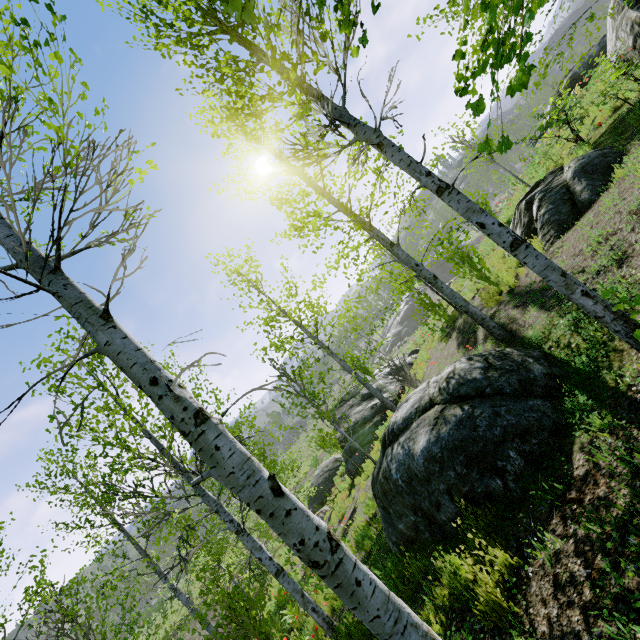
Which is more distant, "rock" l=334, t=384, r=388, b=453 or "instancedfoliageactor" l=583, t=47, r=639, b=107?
"rock" l=334, t=384, r=388, b=453

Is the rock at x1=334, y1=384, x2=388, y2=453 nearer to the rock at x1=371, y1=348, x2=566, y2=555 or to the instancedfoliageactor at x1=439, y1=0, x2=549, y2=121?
the instancedfoliageactor at x1=439, y1=0, x2=549, y2=121

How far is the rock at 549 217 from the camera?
7.18m

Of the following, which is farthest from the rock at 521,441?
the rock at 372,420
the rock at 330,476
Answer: the rock at 330,476

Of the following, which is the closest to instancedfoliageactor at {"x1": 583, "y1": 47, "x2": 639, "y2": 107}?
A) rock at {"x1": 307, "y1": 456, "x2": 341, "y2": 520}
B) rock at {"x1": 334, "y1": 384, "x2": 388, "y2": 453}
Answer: rock at {"x1": 334, "y1": 384, "x2": 388, "y2": 453}

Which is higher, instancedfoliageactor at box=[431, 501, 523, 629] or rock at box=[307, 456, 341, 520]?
instancedfoliageactor at box=[431, 501, 523, 629]

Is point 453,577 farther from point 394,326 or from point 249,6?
point 394,326
